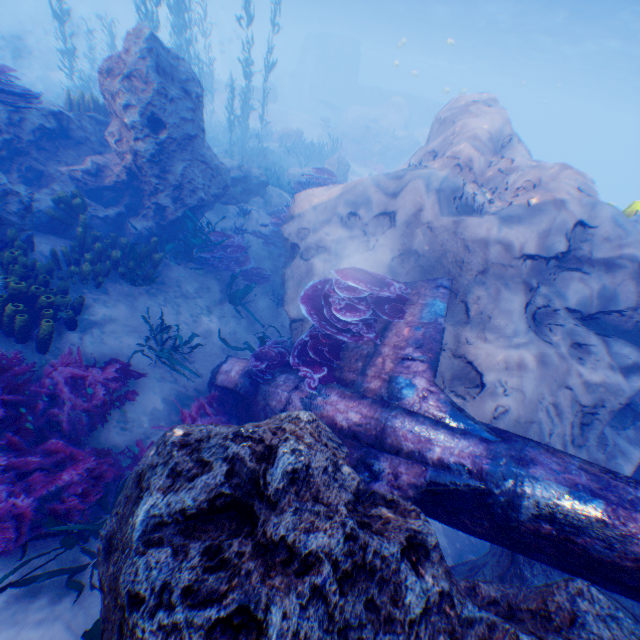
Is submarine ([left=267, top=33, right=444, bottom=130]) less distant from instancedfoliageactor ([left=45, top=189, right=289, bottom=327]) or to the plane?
instancedfoliageactor ([left=45, top=189, right=289, bottom=327])

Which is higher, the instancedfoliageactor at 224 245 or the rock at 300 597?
the rock at 300 597

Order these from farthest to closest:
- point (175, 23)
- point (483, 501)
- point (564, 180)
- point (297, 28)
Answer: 1. point (297, 28)
2. point (175, 23)
3. point (564, 180)
4. point (483, 501)

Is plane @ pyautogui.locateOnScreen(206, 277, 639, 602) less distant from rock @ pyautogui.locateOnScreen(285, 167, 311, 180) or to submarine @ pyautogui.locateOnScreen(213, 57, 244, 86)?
rock @ pyautogui.locateOnScreen(285, 167, 311, 180)

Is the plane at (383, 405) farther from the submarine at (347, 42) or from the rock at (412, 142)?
the submarine at (347, 42)

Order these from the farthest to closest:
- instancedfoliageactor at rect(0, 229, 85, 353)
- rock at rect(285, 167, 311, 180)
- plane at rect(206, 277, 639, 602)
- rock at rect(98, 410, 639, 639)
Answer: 1. rock at rect(285, 167, 311, 180)
2. instancedfoliageactor at rect(0, 229, 85, 353)
3. plane at rect(206, 277, 639, 602)
4. rock at rect(98, 410, 639, 639)
